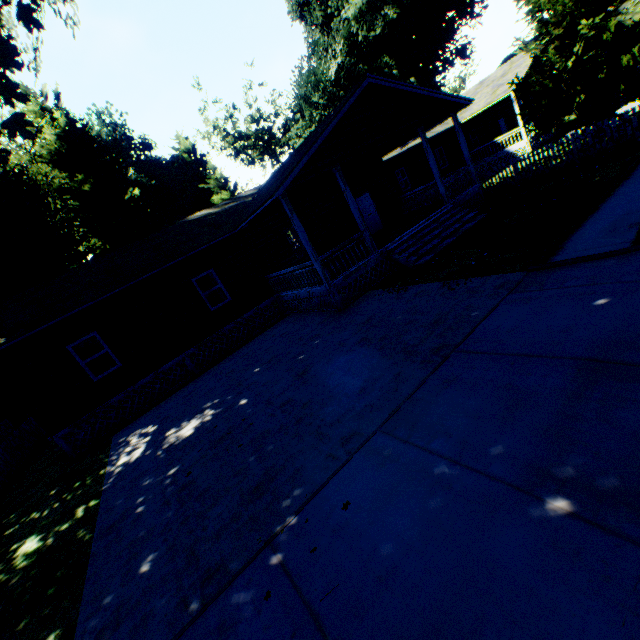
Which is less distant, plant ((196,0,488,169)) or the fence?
the fence

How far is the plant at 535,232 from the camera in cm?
876

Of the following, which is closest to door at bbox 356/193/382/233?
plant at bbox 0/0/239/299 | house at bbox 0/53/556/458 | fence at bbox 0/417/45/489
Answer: house at bbox 0/53/556/458

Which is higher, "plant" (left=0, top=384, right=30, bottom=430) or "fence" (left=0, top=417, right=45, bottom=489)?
"plant" (left=0, top=384, right=30, bottom=430)

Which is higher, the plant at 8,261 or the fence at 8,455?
the plant at 8,261

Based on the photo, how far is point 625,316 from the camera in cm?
449

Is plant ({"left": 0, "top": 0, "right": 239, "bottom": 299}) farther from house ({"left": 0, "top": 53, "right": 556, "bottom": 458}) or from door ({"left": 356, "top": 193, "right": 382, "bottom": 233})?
door ({"left": 356, "top": 193, "right": 382, "bottom": 233})
